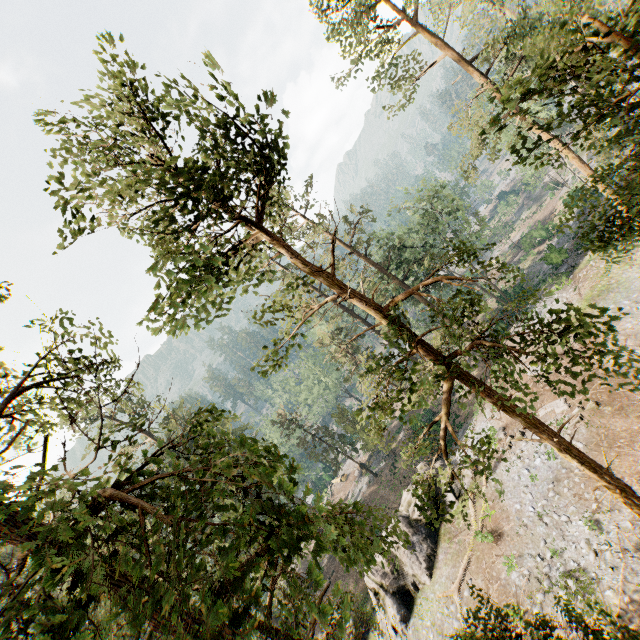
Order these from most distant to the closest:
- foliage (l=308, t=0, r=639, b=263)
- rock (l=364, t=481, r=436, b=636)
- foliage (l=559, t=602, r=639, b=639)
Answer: rock (l=364, t=481, r=436, b=636) → foliage (l=559, t=602, r=639, b=639) → foliage (l=308, t=0, r=639, b=263)

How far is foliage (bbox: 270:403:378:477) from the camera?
40.59m

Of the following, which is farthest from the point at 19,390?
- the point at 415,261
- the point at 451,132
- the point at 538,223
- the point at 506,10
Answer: the point at 506,10

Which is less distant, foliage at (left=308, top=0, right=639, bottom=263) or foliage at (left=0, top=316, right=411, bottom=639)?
foliage at (left=0, top=316, right=411, bottom=639)

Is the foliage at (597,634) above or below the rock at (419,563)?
above

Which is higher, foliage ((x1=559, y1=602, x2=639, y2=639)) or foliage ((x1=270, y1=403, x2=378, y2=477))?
foliage ((x1=270, y1=403, x2=378, y2=477))

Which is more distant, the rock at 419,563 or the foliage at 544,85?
the rock at 419,563
